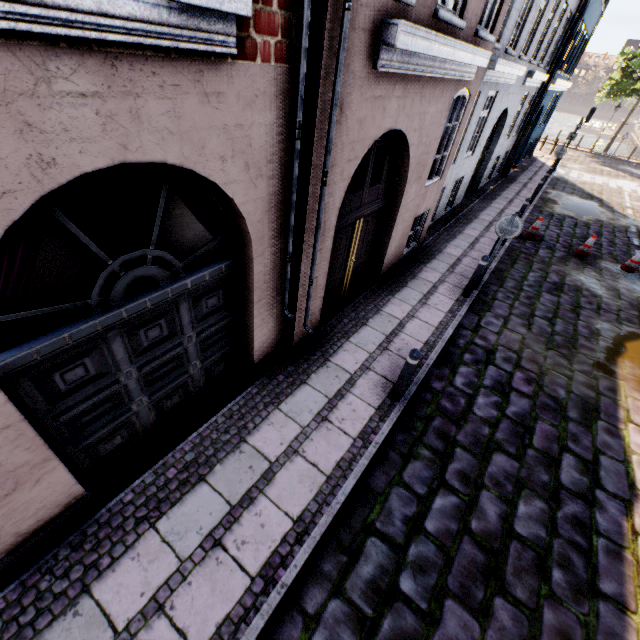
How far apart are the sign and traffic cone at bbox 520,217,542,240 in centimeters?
541cm

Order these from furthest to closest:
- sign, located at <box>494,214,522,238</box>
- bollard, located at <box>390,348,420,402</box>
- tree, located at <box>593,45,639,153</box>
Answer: tree, located at <box>593,45,639,153</box> < sign, located at <box>494,214,522,238</box> < bollard, located at <box>390,348,420,402</box>

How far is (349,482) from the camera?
4.10m

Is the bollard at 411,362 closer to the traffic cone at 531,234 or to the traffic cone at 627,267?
the traffic cone at 531,234

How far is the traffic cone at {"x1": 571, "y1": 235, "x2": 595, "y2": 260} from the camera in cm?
1056

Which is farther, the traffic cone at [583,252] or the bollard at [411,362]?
the traffic cone at [583,252]

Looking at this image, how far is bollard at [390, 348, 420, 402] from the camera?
4.5 meters

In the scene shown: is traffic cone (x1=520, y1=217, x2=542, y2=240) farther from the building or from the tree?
the tree
